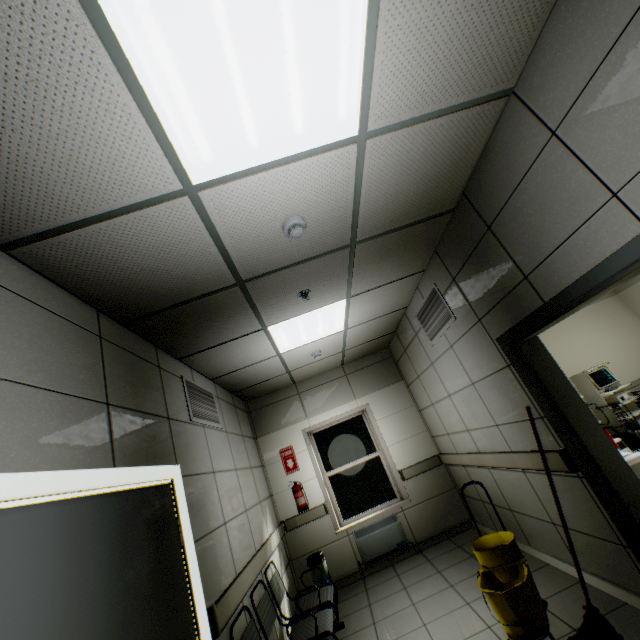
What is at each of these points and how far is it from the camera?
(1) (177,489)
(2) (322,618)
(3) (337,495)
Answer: (1) doorway, 2.4m
(2) chair, 3.2m
(3) window, 5.6m

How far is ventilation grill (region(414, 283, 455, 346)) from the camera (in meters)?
3.66

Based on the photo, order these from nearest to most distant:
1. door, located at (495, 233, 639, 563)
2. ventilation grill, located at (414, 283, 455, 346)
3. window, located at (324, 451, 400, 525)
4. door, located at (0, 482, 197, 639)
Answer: door, located at (0, 482, 197, 639)
door, located at (495, 233, 639, 563)
ventilation grill, located at (414, 283, 455, 346)
window, located at (324, 451, 400, 525)

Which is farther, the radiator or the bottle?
the radiator

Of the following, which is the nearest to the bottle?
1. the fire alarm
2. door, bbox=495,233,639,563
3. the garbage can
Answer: door, bbox=495,233,639,563

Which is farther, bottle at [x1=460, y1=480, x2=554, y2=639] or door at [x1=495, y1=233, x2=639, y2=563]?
bottle at [x1=460, y1=480, x2=554, y2=639]

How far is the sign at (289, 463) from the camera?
5.7 meters

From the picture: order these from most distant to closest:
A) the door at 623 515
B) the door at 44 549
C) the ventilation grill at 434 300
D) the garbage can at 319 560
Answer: the garbage can at 319 560 → the ventilation grill at 434 300 → the door at 623 515 → the door at 44 549
